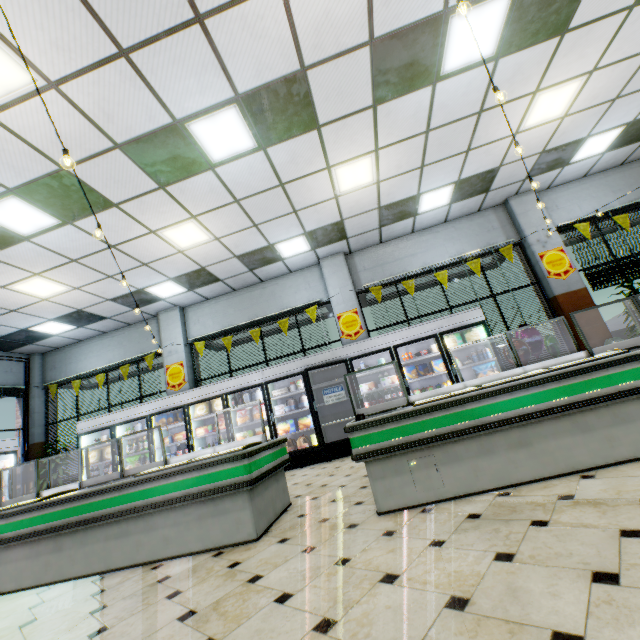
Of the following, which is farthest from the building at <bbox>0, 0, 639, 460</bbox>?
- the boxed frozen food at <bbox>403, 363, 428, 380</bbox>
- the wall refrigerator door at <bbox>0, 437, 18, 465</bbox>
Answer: the boxed frozen food at <bbox>403, 363, 428, 380</bbox>

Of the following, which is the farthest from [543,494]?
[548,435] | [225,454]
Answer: [225,454]

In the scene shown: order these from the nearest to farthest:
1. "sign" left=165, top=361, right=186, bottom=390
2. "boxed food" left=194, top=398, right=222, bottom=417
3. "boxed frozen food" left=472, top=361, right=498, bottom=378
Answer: "boxed frozen food" left=472, top=361, right=498, bottom=378
"boxed food" left=194, top=398, right=222, bottom=417
"sign" left=165, top=361, right=186, bottom=390

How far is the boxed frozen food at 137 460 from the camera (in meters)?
7.80

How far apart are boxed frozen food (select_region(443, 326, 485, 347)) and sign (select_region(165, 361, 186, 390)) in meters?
7.2

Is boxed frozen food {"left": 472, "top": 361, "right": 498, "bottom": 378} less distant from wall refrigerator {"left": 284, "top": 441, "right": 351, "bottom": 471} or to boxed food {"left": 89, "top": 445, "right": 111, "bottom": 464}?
wall refrigerator {"left": 284, "top": 441, "right": 351, "bottom": 471}

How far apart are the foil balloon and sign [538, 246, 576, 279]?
1.4 meters

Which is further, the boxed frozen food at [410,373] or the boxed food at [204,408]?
the boxed food at [204,408]
